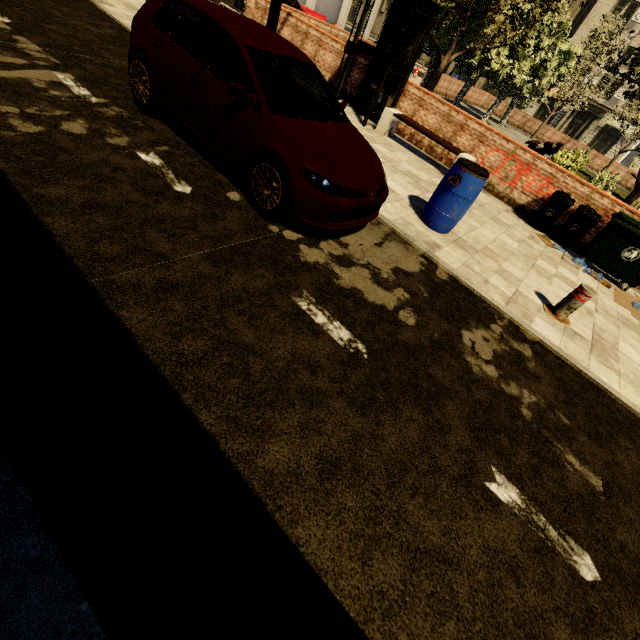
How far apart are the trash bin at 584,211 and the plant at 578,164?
13.0m

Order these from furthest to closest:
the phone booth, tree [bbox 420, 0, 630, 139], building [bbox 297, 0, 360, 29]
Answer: building [bbox 297, 0, 360, 29]
tree [bbox 420, 0, 630, 139]
the phone booth

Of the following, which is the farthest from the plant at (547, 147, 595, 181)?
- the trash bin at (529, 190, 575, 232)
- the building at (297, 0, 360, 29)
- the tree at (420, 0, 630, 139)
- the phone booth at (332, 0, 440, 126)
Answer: the building at (297, 0, 360, 29)

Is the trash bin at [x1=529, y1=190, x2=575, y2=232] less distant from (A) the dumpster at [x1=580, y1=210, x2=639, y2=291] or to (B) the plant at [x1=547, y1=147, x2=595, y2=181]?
(A) the dumpster at [x1=580, y1=210, x2=639, y2=291]

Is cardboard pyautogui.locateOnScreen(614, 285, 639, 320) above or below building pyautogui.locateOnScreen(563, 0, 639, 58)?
below

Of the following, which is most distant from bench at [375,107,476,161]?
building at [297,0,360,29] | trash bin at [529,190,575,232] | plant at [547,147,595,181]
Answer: building at [297,0,360,29]

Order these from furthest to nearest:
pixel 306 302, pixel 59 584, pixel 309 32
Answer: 1. pixel 309 32
2. pixel 306 302
3. pixel 59 584

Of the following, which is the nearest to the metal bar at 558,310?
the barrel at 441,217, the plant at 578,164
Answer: the barrel at 441,217
